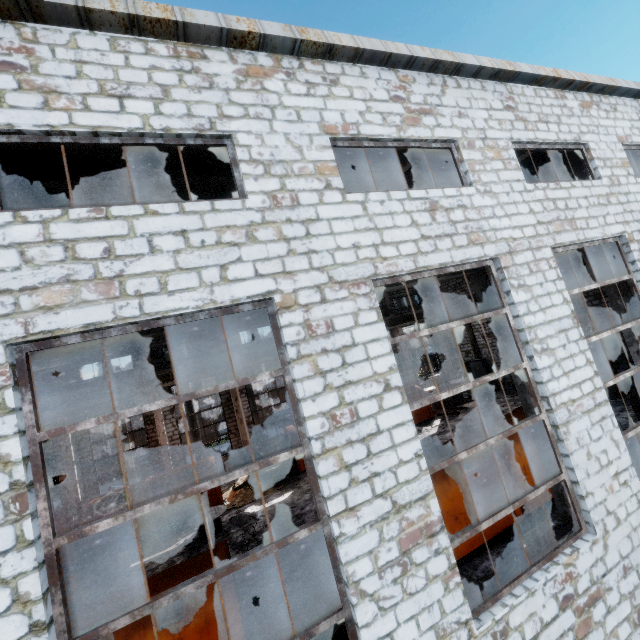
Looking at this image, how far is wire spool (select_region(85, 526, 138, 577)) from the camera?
11.5m

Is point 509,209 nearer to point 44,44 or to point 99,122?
point 99,122

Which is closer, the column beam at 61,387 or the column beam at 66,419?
the column beam at 66,419

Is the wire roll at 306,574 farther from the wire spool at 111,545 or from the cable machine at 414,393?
the cable machine at 414,393

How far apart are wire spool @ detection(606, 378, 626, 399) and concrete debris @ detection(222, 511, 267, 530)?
16.8 meters

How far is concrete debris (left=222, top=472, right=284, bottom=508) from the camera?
15.4m

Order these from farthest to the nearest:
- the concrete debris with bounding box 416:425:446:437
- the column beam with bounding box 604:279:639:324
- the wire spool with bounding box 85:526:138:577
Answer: the concrete debris with bounding box 416:425:446:437, the wire spool with bounding box 85:526:138:577, the column beam with bounding box 604:279:639:324

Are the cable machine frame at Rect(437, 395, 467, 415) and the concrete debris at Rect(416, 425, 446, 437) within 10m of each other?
yes
